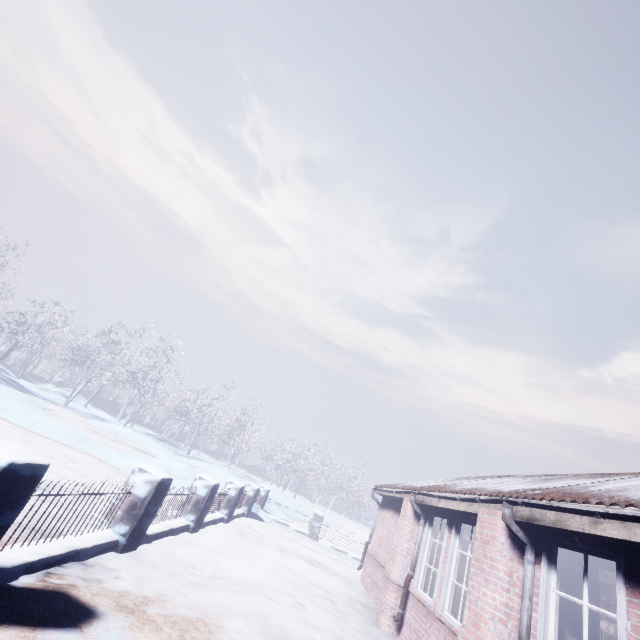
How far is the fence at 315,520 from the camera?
12.2m

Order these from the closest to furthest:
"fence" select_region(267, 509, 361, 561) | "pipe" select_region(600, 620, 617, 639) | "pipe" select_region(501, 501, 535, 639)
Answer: "pipe" select_region(501, 501, 535, 639) < "pipe" select_region(600, 620, 617, 639) < "fence" select_region(267, 509, 361, 561)

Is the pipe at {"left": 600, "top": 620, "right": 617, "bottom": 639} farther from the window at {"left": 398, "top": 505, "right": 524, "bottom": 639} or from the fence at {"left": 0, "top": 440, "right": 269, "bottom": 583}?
the fence at {"left": 0, "top": 440, "right": 269, "bottom": 583}

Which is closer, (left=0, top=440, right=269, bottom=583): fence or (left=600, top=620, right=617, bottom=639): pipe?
(left=0, top=440, right=269, bottom=583): fence

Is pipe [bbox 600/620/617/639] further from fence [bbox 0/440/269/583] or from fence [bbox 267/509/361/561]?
fence [bbox 267/509/361/561]

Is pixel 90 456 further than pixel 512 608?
Yes

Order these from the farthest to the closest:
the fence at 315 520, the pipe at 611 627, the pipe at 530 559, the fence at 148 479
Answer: the fence at 315 520 → the pipe at 611 627 → the pipe at 530 559 → the fence at 148 479

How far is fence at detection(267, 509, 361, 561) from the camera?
12.17m
